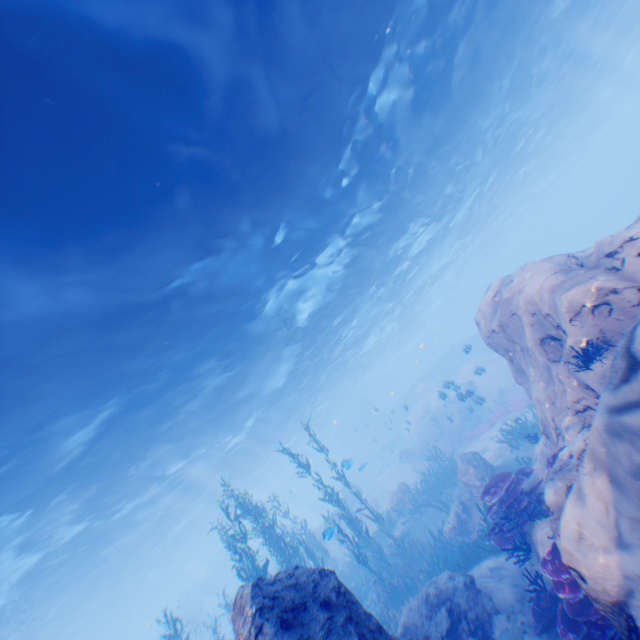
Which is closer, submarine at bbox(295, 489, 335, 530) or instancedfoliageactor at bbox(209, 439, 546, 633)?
instancedfoliageactor at bbox(209, 439, 546, 633)

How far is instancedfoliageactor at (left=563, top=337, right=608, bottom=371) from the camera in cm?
577

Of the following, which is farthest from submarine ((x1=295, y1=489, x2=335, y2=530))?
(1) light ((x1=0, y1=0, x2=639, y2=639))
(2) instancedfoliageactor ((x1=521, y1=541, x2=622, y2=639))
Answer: (2) instancedfoliageactor ((x1=521, y1=541, x2=622, y2=639))

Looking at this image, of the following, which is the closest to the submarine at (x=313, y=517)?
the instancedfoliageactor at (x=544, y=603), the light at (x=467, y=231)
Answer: the light at (x=467, y=231)

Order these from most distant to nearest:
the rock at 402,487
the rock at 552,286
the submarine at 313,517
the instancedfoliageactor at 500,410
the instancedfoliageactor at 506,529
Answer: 1. the submarine at 313,517
2. the rock at 402,487
3. the instancedfoliageactor at 500,410
4. the instancedfoliageactor at 506,529
5. the rock at 552,286

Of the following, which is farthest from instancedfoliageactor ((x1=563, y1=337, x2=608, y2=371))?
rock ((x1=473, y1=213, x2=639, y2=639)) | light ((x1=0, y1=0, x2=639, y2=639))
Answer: light ((x1=0, y1=0, x2=639, y2=639))

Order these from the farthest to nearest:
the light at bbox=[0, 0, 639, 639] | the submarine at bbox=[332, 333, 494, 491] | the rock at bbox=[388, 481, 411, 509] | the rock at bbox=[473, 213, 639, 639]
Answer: the submarine at bbox=[332, 333, 494, 491] < the rock at bbox=[388, 481, 411, 509] < the light at bbox=[0, 0, 639, 639] < the rock at bbox=[473, 213, 639, 639]

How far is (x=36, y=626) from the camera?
23.59m
